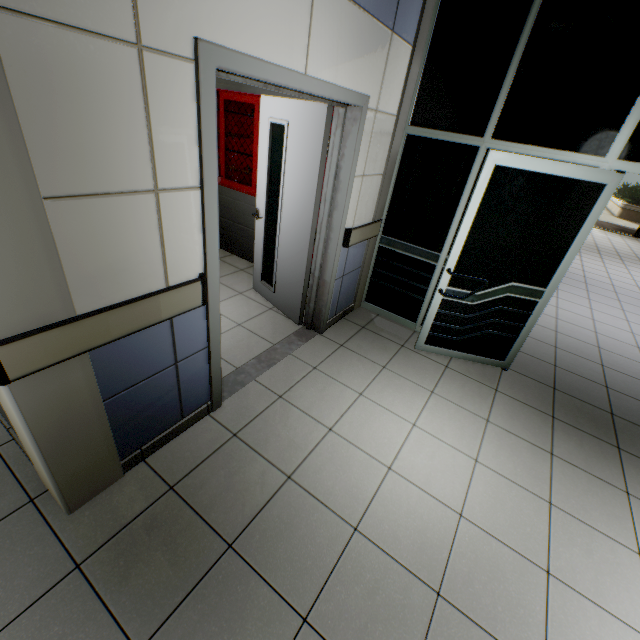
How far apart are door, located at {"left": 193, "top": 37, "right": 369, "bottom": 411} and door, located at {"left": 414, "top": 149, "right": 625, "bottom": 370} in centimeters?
99cm

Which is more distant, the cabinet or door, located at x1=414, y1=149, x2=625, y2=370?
the cabinet

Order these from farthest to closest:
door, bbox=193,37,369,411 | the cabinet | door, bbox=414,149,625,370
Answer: the cabinet, door, bbox=414,149,625,370, door, bbox=193,37,369,411

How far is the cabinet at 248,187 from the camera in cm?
359

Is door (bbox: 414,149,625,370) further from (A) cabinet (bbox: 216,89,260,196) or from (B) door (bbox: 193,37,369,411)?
(A) cabinet (bbox: 216,89,260,196)

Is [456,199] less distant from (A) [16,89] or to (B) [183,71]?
(B) [183,71]

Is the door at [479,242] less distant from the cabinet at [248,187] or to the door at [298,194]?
the door at [298,194]

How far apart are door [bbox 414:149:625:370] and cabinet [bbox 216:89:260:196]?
2.4 meters
